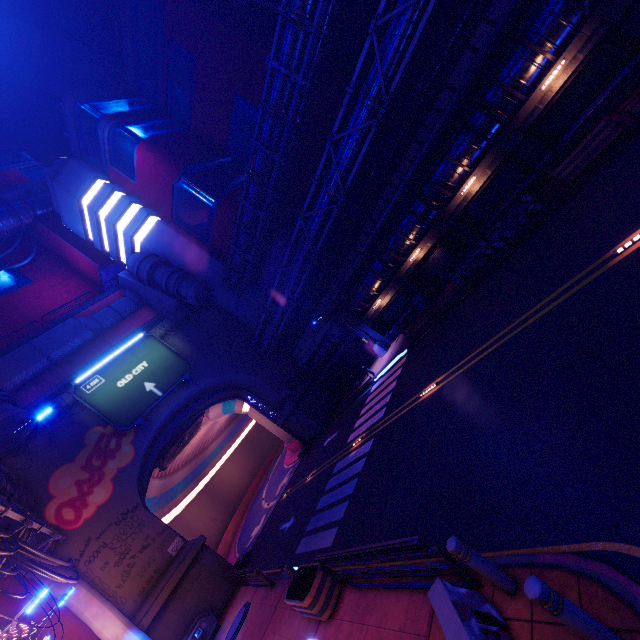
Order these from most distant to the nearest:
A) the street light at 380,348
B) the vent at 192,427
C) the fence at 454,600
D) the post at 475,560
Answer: the vent at 192,427 → the street light at 380,348 → the post at 475,560 → the fence at 454,600

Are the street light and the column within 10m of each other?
yes

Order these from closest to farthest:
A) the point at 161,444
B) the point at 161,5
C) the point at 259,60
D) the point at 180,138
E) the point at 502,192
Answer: the point at 502,192
the point at 161,444
the point at 259,60
the point at 161,5
the point at 180,138

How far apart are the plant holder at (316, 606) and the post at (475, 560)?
5.8m

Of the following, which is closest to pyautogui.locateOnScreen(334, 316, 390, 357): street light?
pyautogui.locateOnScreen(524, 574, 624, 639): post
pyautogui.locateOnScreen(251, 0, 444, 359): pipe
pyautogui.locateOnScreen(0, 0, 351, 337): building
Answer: pyautogui.locateOnScreen(251, 0, 444, 359): pipe

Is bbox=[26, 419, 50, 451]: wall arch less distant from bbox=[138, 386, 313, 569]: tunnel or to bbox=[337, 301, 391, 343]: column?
bbox=[138, 386, 313, 569]: tunnel

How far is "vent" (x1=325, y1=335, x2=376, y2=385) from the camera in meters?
28.4 m

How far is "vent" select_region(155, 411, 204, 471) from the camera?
30.4 meters
